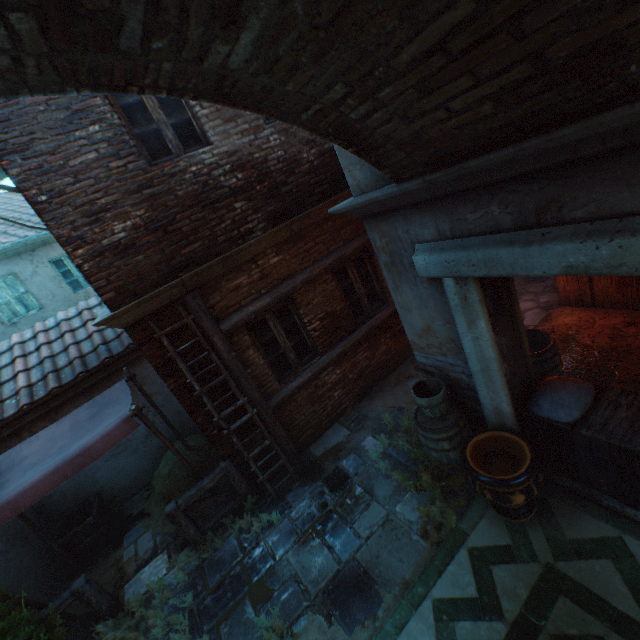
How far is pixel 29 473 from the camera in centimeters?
456cm

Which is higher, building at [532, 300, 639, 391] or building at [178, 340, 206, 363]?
building at [178, 340, 206, 363]

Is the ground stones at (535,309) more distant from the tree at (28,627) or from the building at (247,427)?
the tree at (28,627)

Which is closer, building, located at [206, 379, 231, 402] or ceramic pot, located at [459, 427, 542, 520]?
ceramic pot, located at [459, 427, 542, 520]

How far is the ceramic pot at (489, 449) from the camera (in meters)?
3.38

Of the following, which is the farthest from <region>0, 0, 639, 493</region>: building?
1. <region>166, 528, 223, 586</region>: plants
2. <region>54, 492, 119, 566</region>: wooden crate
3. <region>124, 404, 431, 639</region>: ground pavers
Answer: <region>54, 492, 119, 566</region>: wooden crate

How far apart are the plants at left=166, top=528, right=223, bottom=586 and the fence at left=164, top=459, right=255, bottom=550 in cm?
11

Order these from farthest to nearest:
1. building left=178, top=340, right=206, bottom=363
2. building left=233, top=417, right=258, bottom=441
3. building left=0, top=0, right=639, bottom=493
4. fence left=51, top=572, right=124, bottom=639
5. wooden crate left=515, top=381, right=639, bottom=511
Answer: building left=233, top=417, right=258, bottom=441
building left=178, top=340, right=206, bottom=363
fence left=51, top=572, right=124, bottom=639
wooden crate left=515, top=381, right=639, bottom=511
building left=0, top=0, right=639, bottom=493
